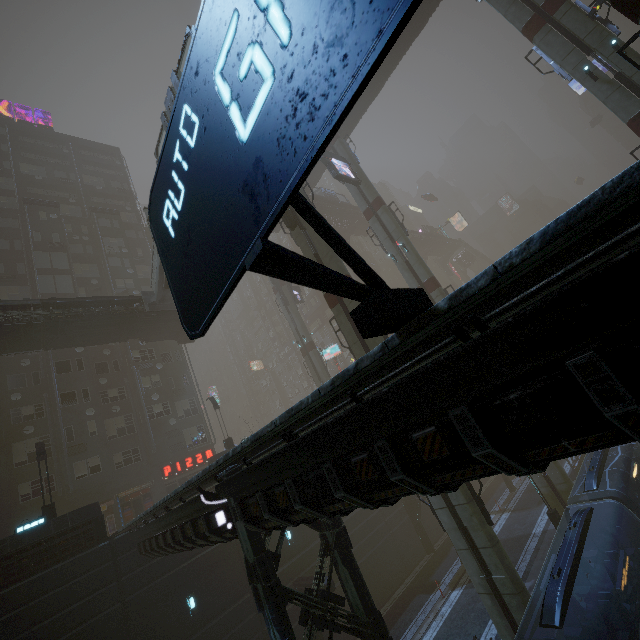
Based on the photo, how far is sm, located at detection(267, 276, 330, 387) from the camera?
36.0 meters

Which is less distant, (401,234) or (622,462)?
(622,462)

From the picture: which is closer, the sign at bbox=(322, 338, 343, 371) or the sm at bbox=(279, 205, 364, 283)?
the sm at bbox=(279, 205, 364, 283)

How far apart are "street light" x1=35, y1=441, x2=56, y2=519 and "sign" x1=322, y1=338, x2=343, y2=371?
34.7m

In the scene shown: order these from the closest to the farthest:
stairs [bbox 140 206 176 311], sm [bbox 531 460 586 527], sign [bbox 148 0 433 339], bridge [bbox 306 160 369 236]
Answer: sign [bbox 148 0 433 339]
sm [bbox 531 460 586 527]
stairs [bbox 140 206 176 311]
bridge [bbox 306 160 369 236]

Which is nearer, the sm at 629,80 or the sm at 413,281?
the sm at 629,80

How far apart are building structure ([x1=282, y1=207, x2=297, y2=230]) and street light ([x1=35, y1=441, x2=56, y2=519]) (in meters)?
19.85

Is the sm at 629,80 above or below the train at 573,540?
above
